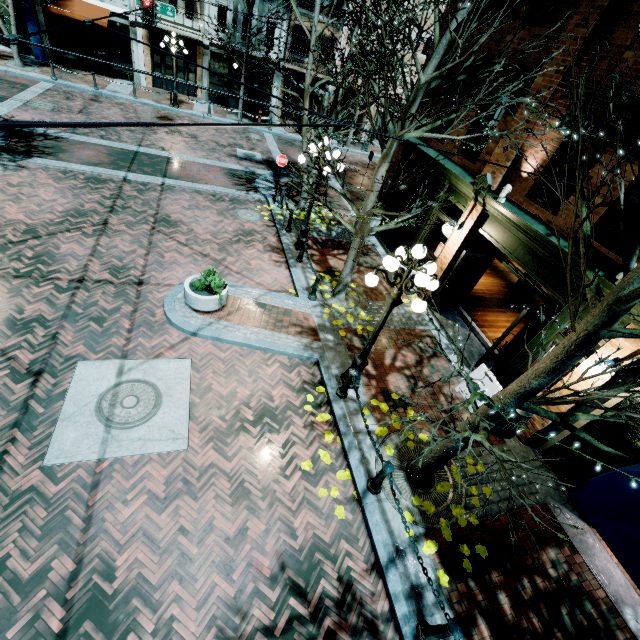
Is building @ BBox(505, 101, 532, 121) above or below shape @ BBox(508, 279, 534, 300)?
above

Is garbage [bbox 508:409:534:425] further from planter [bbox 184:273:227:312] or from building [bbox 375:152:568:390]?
planter [bbox 184:273:227:312]

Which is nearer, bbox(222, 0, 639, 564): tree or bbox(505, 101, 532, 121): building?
bbox(222, 0, 639, 564): tree

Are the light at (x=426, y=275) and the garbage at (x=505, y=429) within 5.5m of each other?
yes

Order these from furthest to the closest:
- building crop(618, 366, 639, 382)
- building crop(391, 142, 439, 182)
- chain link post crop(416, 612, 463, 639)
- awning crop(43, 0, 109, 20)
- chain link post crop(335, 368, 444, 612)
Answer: awning crop(43, 0, 109, 20) < building crop(391, 142, 439, 182) < building crop(618, 366, 639, 382) < chain link post crop(335, 368, 444, 612) < chain link post crop(416, 612, 463, 639)

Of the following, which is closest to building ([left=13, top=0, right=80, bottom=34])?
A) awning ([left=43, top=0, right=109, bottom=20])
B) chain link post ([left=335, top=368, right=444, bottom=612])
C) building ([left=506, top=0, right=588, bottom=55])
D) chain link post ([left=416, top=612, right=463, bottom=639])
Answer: awning ([left=43, top=0, right=109, bottom=20])

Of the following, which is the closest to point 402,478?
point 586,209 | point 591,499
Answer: point 591,499

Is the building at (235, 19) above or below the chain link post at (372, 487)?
above
